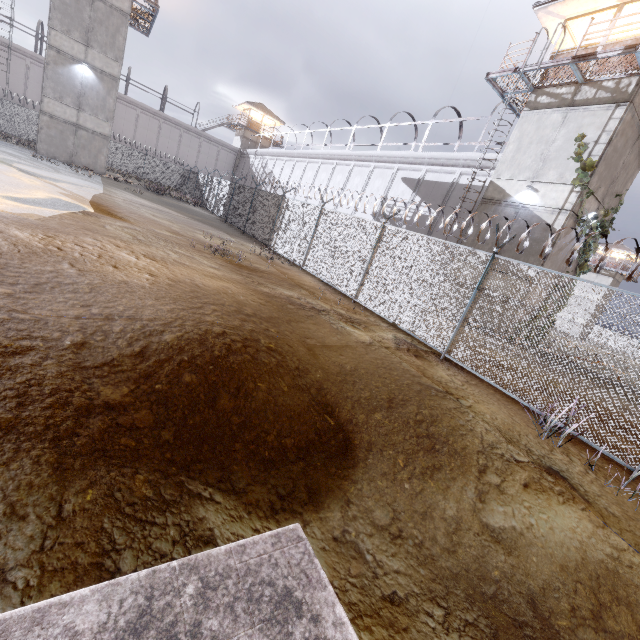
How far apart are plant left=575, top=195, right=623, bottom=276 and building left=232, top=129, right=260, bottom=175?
44.1 meters

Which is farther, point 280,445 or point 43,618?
point 280,445

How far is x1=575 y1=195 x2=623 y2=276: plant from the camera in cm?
1383

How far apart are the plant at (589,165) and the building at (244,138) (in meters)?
42.95

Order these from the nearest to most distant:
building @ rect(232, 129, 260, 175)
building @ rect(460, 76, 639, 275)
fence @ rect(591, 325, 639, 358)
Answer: fence @ rect(591, 325, 639, 358) → building @ rect(460, 76, 639, 275) → building @ rect(232, 129, 260, 175)

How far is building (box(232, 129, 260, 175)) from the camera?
45.4m

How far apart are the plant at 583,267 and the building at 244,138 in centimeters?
4407cm

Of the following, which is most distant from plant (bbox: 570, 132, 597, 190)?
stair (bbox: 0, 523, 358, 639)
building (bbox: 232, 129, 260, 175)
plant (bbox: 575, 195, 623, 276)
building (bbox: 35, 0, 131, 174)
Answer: building (bbox: 232, 129, 260, 175)
